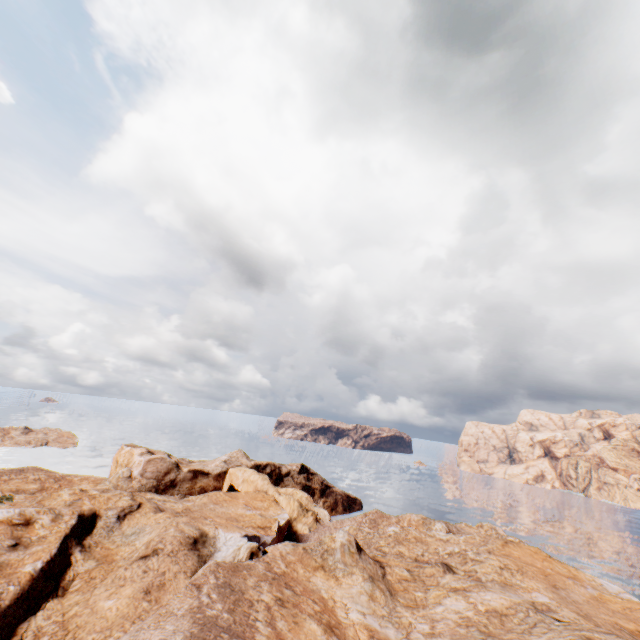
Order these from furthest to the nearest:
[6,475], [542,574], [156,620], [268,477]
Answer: [268,477] → [6,475] → [542,574] → [156,620]
